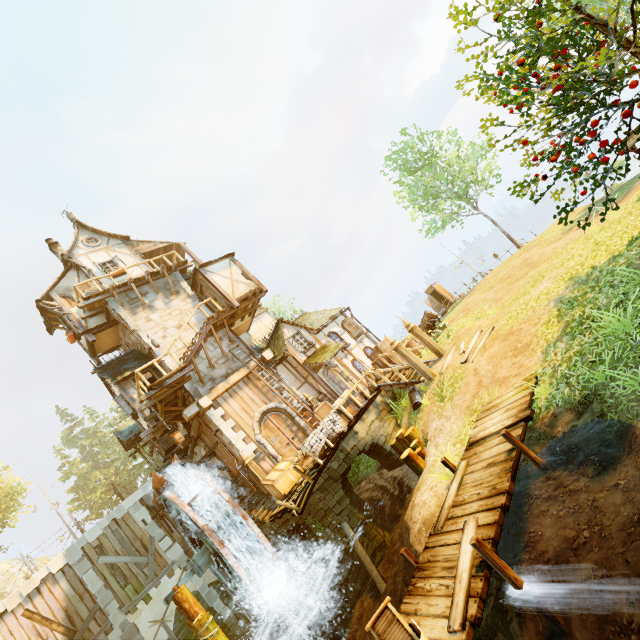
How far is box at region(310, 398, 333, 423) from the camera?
13.11m

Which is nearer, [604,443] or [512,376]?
[604,443]

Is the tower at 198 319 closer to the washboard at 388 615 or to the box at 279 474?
the box at 279 474

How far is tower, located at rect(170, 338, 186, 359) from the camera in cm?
1621

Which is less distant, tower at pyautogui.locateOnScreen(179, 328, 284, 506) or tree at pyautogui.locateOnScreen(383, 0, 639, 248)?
tree at pyautogui.locateOnScreen(383, 0, 639, 248)

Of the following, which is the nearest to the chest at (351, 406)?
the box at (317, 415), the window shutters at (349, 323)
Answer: the box at (317, 415)

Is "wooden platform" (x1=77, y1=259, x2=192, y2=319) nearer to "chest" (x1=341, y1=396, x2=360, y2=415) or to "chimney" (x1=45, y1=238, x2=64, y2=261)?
"chimney" (x1=45, y1=238, x2=64, y2=261)

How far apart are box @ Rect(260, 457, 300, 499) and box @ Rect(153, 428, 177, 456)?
8.11m
